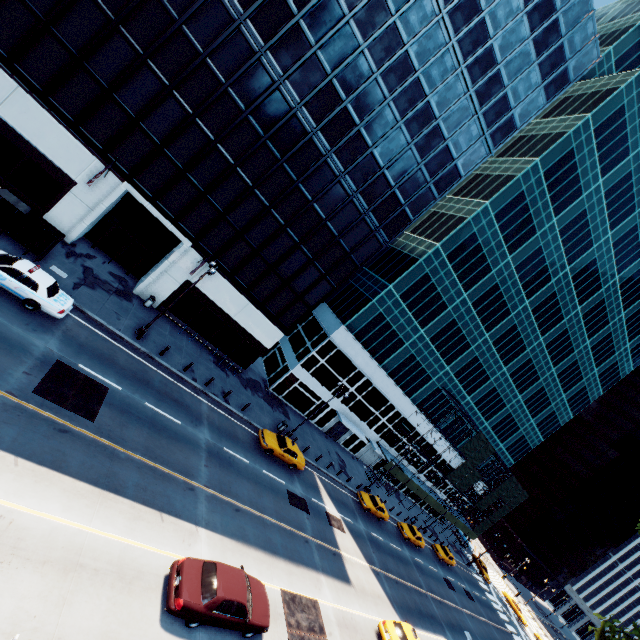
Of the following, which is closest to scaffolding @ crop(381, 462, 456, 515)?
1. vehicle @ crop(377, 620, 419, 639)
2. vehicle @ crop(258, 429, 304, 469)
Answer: vehicle @ crop(258, 429, 304, 469)

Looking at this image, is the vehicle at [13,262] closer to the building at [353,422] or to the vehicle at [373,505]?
the building at [353,422]

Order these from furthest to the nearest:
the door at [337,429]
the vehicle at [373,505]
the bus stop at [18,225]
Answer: the door at [337,429], the vehicle at [373,505], the bus stop at [18,225]

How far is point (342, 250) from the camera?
30.2 meters

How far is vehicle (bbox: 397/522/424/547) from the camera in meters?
37.6

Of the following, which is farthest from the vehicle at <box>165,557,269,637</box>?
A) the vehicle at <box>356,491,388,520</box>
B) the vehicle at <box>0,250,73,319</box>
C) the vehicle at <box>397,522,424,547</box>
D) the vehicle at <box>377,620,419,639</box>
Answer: the vehicle at <box>397,522,424,547</box>

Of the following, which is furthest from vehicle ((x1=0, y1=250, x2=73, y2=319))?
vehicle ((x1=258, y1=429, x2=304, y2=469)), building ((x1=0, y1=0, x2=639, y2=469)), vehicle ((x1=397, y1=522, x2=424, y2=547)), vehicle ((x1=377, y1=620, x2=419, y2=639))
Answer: vehicle ((x1=397, y1=522, x2=424, y2=547))

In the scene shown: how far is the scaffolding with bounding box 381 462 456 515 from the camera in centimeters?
4303cm
